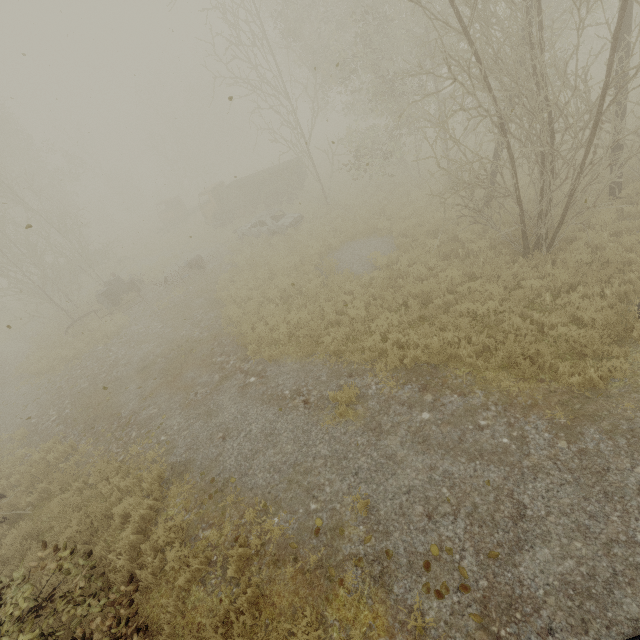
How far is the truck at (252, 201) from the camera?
22.2 meters

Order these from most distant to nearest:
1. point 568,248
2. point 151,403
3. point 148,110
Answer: point 148,110 < point 151,403 < point 568,248

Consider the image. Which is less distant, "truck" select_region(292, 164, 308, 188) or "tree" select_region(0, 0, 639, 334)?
"tree" select_region(0, 0, 639, 334)

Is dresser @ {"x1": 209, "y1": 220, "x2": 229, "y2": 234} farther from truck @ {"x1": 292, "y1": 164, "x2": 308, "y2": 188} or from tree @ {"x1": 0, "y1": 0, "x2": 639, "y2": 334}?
tree @ {"x1": 0, "y1": 0, "x2": 639, "y2": 334}

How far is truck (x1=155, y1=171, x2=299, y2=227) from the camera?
22.2 meters

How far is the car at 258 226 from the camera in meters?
17.9 m

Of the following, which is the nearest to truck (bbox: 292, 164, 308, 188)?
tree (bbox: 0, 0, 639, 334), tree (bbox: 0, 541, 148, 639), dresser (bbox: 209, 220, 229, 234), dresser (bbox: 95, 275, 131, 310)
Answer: dresser (bbox: 209, 220, 229, 234)

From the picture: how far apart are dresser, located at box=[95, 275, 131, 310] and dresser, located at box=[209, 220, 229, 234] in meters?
8.1 m
